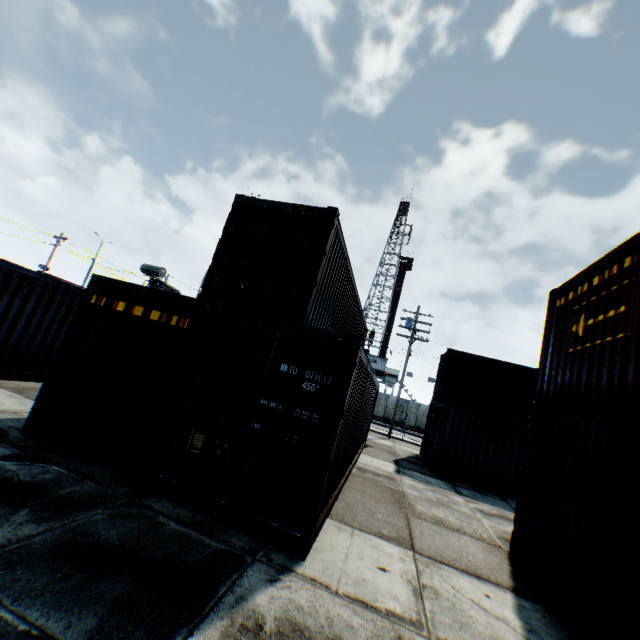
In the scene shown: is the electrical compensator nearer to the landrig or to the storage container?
the storage container

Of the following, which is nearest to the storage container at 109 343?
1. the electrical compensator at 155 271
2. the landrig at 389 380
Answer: the electrical compensator at 155 271

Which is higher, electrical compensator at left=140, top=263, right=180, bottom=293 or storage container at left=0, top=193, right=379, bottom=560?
electrical compensator at left=140, top=263, right=180, bottom=293

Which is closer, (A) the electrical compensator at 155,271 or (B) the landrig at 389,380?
(A) the electrical compensator at 155,271

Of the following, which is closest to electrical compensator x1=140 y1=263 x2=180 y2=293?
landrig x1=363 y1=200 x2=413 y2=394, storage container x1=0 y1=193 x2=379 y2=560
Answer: storage container x1=0 y1=193 x2=379 y2=560

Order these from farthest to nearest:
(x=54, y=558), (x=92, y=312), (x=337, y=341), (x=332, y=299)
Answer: (x=332, y=299) → (x=92, y=312) → (x=337, y=341) → (x=54, y=558)

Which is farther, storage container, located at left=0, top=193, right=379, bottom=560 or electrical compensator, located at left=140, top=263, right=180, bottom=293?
electrical compensator, located at left=140, top=263, right=180, bottom=293
